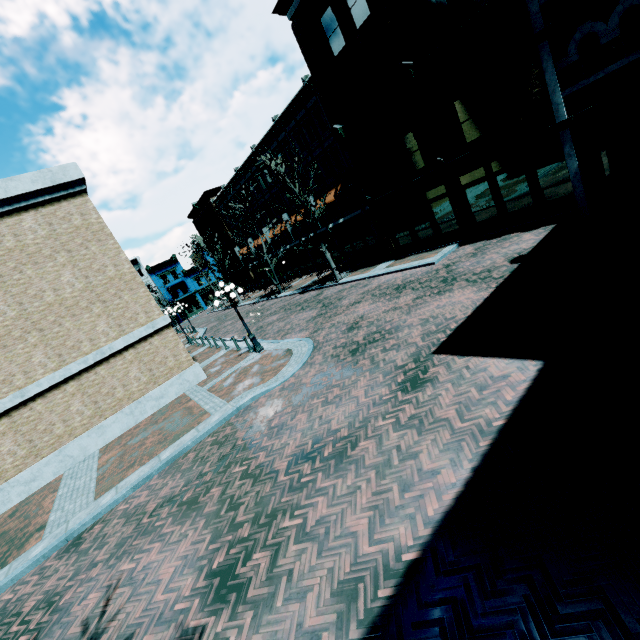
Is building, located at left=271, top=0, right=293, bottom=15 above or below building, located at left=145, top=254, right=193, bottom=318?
above

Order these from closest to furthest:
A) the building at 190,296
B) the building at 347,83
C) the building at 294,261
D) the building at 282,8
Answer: the building at 347,83
the building at 282,8
the building at 294,261
the building at 190,296

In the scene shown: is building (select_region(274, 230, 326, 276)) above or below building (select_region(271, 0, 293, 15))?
below

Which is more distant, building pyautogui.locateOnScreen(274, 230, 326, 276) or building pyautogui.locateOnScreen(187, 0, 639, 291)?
building pyautogui.locateOnScreen(274, 230, 326, 276)

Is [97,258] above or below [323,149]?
below

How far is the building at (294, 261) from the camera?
34.03m
